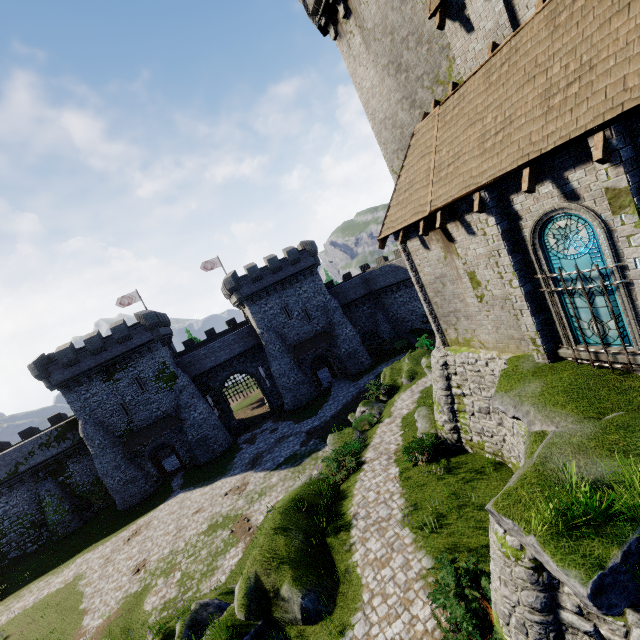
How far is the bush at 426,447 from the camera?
14.5m

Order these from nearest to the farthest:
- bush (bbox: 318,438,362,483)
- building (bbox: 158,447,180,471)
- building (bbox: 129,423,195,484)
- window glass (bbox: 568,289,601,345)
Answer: window glass (bbox: 568,289,601,345), bush (bbox: 318,438,362,483), building (bbox: 129,423,195,484), building (bbox: 158,447,180,471)

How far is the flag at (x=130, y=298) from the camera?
40.7 meters

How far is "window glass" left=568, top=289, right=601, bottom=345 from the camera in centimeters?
845cm

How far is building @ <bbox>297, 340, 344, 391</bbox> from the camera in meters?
39.2

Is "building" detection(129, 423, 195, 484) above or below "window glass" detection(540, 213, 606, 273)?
below

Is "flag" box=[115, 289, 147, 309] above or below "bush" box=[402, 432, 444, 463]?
above

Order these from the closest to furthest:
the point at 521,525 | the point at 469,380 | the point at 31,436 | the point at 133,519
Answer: the point at 521,525 → the point at 469,380 → the point at 133,519 → the point at 31,436
